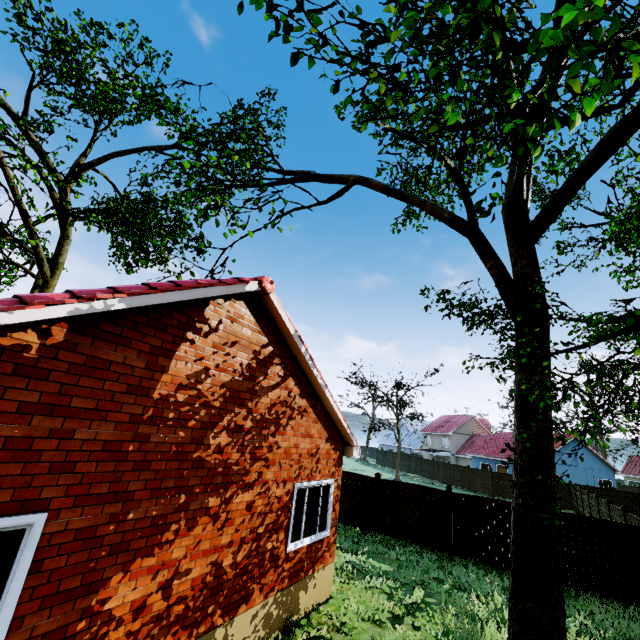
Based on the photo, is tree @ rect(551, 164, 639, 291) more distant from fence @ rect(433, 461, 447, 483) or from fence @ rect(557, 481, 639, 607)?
fence @ rect(433, 461, 447, 483)

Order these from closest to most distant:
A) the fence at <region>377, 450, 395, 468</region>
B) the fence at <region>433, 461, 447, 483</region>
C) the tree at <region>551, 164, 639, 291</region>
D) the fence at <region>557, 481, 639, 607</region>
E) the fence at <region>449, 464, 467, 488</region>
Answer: the tree at <region>551, 164, 639, 291</region> < the fence at <region>557, 481, 639, 607</region> < the fence at <region>449, 464, 467, 488</region> < the fence at <region>433, 461, 447, 483</region> < the fence at <region>377, 450, 395, 468</region>

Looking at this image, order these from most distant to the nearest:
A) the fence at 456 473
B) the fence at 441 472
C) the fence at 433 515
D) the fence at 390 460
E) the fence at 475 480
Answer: the fence at 390 460 < the fence at 441 472 < the fence at 456 473 < the fence at 475 480 < the fence at 433 515

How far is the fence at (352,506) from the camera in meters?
15.0

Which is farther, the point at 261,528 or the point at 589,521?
the point at 589,521

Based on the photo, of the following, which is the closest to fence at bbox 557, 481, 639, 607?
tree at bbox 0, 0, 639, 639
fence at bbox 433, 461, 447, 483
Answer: fence at bbox 433, 461, 447, 483
